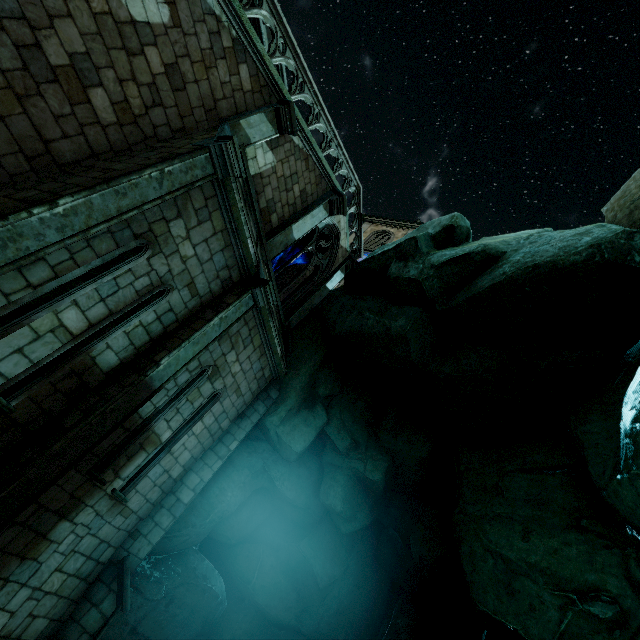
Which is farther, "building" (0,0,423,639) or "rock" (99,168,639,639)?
"rock" (99,168,639,639)

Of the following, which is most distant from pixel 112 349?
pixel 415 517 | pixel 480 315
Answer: pixel 415 517

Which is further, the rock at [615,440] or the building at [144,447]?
the rock at [615,440]
